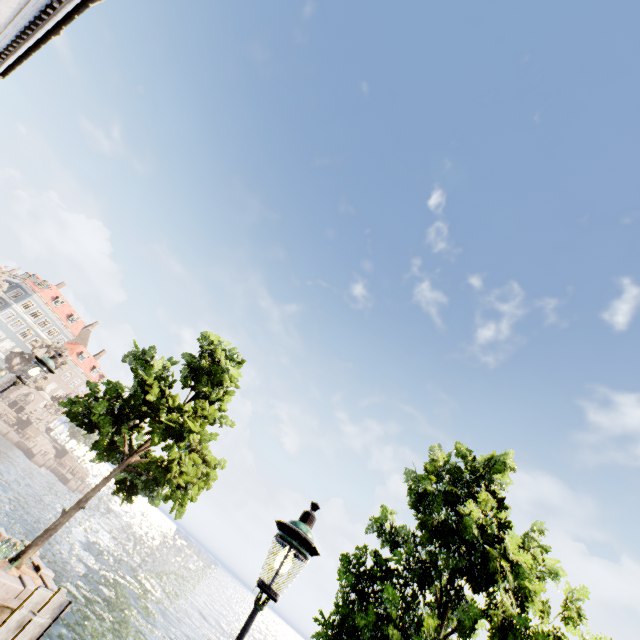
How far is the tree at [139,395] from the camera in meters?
7.9

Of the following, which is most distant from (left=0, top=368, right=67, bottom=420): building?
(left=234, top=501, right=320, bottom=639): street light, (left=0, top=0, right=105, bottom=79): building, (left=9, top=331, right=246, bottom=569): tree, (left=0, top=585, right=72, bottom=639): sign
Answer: (left=234, top=501, right=320, bottom=639): street light

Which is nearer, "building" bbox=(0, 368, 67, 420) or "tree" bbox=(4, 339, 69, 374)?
"tree" bbox=(4, 339, 69, 374)

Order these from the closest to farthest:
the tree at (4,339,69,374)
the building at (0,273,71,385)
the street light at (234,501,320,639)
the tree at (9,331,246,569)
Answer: the street light at (234,501,320,639)
the tree at (9,331,246,569)
the tree at (4,339,69,374)
the building at (0,273,71,385)

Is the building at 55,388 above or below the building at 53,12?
below

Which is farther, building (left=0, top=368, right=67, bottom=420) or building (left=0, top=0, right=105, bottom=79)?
building (left=0, top=368, right=67, bottom=420)

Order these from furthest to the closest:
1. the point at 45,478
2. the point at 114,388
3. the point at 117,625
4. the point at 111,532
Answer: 1. the point at 111,532
2. the point at 45,478
3. the point at 117,625
4. the point at 114,388
